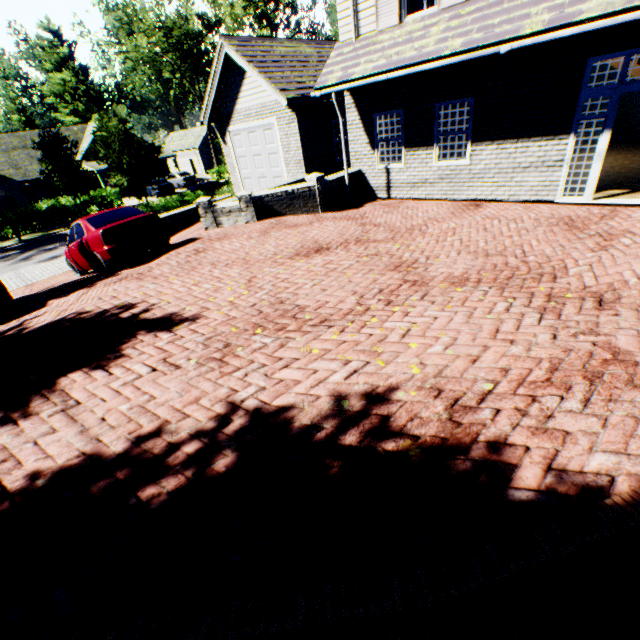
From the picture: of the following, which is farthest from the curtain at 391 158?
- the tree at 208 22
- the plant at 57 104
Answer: the plant at 57 104

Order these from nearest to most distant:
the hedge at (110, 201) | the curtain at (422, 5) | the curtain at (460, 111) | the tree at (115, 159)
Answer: the curtain at (422, 5) < the curtain at (460, 111) < the tree at (115, 159) < the hedge at (110, 201)

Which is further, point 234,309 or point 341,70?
point 341,70

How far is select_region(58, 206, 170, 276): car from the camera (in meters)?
8.32

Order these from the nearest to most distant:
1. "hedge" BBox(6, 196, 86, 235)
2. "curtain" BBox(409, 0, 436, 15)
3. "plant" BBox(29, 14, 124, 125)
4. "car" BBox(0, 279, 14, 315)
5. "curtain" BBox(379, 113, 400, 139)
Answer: "car" BBox(0, 279, 14, 315) < "curtain" BBox(409, 0, 436, 15) < "curtain" BBox(379, 113, 400, 139) < "hedge" BBox(6, 196, 86, 235) < "plant" BBox(29, 14, 124, 125)

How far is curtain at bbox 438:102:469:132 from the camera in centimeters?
881cm

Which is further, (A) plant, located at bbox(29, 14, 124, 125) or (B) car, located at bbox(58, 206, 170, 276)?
(A) plant, located at bbox(29, 14, 124, 125)

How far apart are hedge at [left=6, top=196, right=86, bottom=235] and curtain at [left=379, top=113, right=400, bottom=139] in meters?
27.7 m
